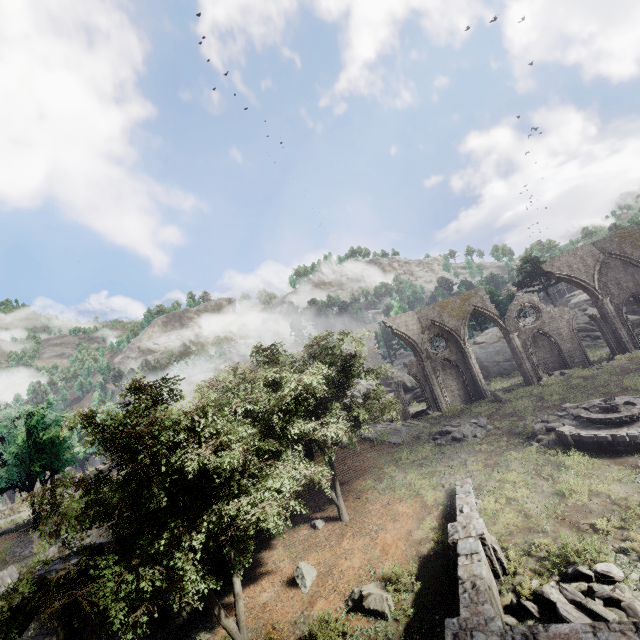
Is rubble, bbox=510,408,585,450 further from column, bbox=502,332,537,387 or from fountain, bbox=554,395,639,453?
column, bbox=502,332,537,387

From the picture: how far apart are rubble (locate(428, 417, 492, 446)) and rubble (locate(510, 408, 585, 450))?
2.7 meters

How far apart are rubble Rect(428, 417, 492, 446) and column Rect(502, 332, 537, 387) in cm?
879

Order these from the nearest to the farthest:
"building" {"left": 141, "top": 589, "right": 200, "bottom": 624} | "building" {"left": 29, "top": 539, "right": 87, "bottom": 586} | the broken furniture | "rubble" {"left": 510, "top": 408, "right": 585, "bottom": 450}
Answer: "building" {"left": 29, "top": 539, "right": 87, "bottom": 586} < "building" {"left": 141, "top": 589, "right": 200, "bottom": 624} < "rubble" {"left": 510, "top": 408, "right": 585, "bottom": 450} < the broken furniture

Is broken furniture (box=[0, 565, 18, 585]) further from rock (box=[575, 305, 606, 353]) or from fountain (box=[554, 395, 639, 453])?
rock (box=[575, 305, 606, 353])

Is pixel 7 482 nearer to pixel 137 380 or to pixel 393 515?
pixel 137 380

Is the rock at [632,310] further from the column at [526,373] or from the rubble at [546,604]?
the rubble at [546,604]

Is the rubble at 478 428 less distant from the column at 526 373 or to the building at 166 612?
the column at 526 373
